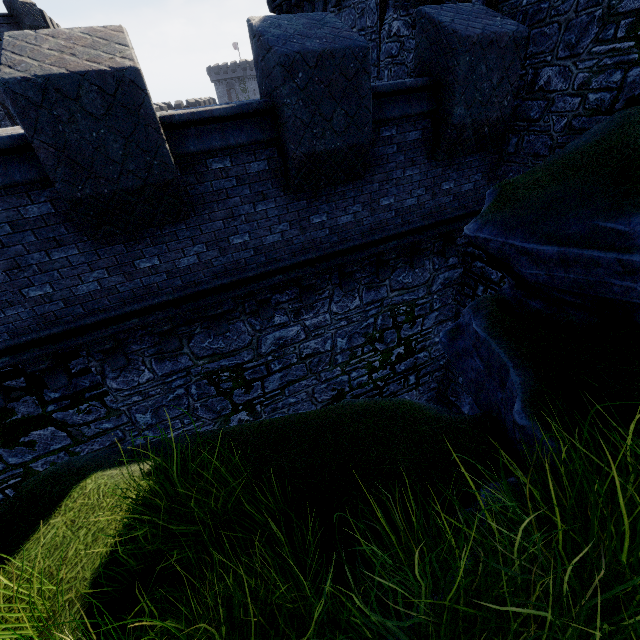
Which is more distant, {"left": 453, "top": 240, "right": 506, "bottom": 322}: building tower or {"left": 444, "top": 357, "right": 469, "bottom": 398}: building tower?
{"left": 444, "top": 357, "right": 469, "bottom": 398}: building tower

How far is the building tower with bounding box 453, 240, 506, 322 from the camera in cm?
812

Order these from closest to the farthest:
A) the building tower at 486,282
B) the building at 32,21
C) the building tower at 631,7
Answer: the building tower at 631,7, the building tower at 486,282, the building at 32,21

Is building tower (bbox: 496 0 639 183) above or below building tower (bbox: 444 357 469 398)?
above

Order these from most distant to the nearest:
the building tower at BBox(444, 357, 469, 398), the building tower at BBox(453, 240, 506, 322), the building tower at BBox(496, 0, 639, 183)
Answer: the building tower at BBox(444, 357, 469, 398)
the building tower at BBox(453, 240, 506, 322)
the building tower at BBox(496, 0, 639, 183)

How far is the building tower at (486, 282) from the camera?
8.1m

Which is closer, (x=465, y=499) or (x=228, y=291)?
(x=465, y=499)
